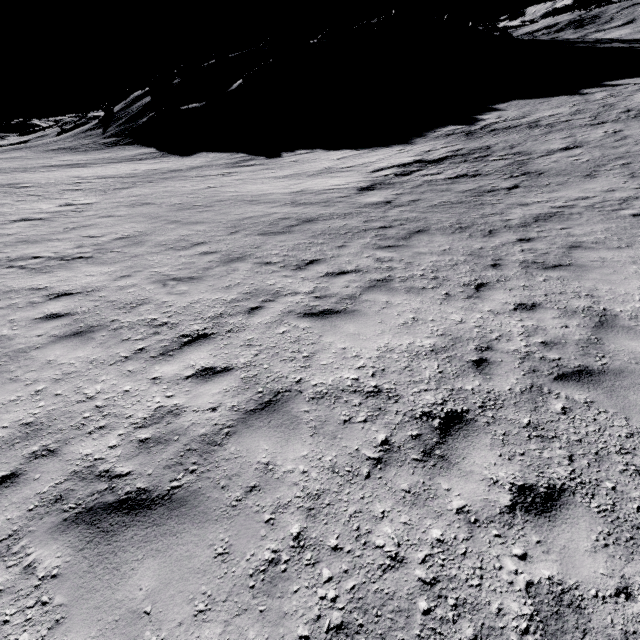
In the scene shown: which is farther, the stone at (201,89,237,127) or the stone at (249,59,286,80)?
the stone at (249,59,286,80)

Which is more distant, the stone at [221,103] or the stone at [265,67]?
the stone at [265,67]

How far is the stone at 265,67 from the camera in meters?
50.4 m

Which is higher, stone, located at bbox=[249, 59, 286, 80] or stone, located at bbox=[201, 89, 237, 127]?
stone, located at bbox=[249, 59, 286, 80]

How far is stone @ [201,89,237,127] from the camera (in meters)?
47.56

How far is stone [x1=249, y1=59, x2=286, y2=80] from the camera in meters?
50.4

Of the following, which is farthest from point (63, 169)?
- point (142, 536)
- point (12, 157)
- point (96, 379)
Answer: point (142, 536)
